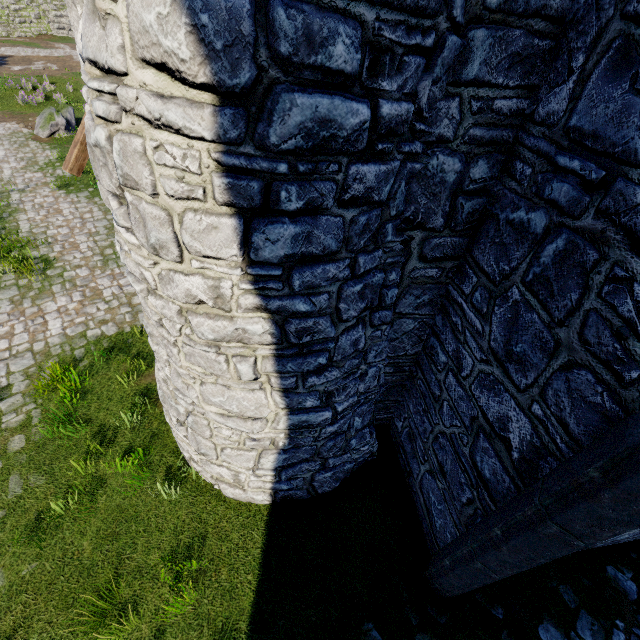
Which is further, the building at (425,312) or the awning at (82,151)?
the awning at (82,151)

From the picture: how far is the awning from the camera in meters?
3.7 m

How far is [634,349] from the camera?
1.99m

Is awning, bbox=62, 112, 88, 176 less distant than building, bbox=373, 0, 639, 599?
No

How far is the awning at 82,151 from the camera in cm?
366
